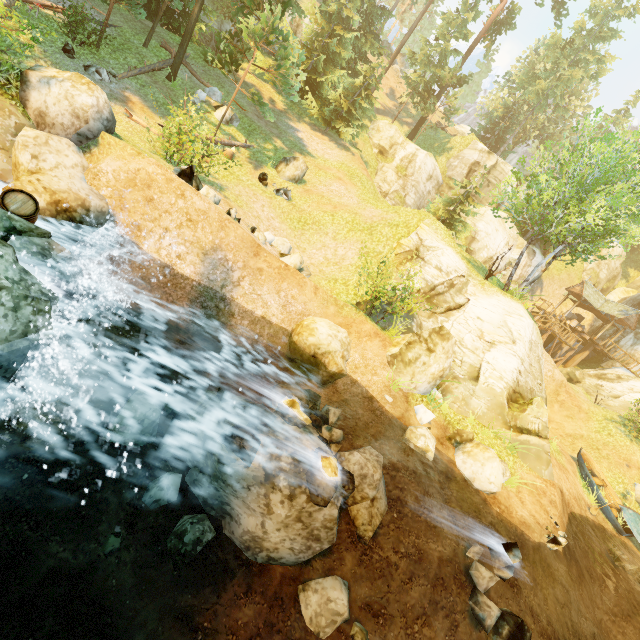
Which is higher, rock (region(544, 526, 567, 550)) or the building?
the building

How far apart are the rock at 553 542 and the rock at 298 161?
19.42m

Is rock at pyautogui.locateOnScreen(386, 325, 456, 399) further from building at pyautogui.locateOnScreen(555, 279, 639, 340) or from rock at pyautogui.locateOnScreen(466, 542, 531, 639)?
building at pyautogui.locateOnScreen(555, 279, 639, 340)

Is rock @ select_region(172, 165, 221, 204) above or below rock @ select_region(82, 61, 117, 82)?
below

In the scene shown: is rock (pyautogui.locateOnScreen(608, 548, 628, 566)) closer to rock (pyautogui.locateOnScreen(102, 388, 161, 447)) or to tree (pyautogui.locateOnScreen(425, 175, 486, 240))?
tree (pyautogui.locateOnScreen(425, 175, 486, 240))

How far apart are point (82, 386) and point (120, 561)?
3.2m

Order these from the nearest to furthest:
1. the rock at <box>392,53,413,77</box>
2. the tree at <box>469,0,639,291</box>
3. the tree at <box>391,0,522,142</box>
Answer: the tree at <box>469,0,639,291</box>
the tree at <box>391,0,522,142</box>
the rock at <box>392,53,413,77</box>

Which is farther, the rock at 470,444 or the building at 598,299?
the building at 598,299
